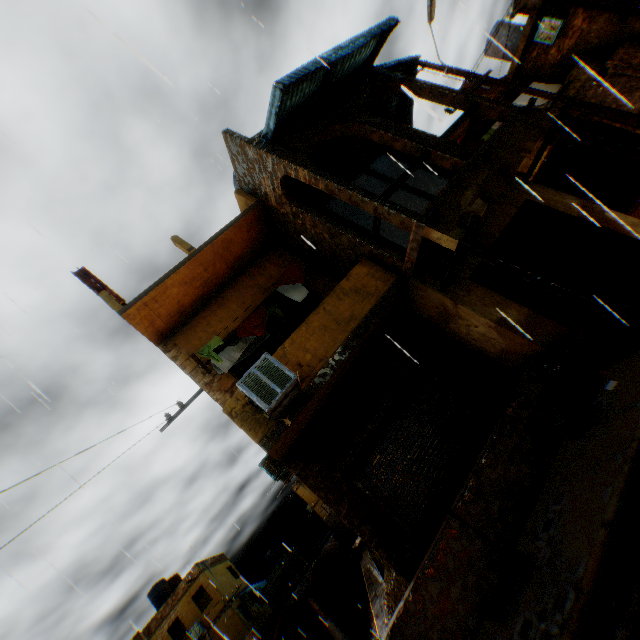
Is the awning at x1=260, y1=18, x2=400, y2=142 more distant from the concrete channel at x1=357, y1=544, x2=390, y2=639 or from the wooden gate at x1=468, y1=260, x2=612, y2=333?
the concrete channel at x1=357, y1=544, x2=390, y2=639

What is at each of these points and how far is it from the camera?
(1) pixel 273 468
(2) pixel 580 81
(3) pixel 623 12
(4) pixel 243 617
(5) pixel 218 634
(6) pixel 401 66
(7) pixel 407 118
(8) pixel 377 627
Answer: (1) air conditioner, 11.5m
(2) balcony, 12.8m
(3) wooden beam, 12.5m
(4) building, 25.5m
(5) building, 24.7m
(6) awning, 9.9m
(7) awning, 11.2m
(8) concrete channel, 10.9m

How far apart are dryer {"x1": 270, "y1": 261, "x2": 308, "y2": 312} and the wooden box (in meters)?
5.66

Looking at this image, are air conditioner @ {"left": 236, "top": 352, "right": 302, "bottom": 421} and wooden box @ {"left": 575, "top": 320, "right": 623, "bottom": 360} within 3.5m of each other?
no

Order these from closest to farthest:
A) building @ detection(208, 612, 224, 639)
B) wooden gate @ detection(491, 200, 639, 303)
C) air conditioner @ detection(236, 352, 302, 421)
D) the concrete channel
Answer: air conditioner @ detection(236, 352, 302, 421)
wooden gate @ detection(491, 200, 639, 303)
the concrete channel
building @ detection(208, 612, 224, 639)

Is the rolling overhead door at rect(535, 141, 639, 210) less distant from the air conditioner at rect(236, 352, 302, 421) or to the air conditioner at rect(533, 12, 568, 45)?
the air conditioner at rect(533, 12, 568, 45)

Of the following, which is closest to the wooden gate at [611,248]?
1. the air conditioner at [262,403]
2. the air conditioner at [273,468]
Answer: the air conditioner at [262,403]

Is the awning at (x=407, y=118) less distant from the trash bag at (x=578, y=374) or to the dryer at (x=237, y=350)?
the dryer at (x=237, y=350)
